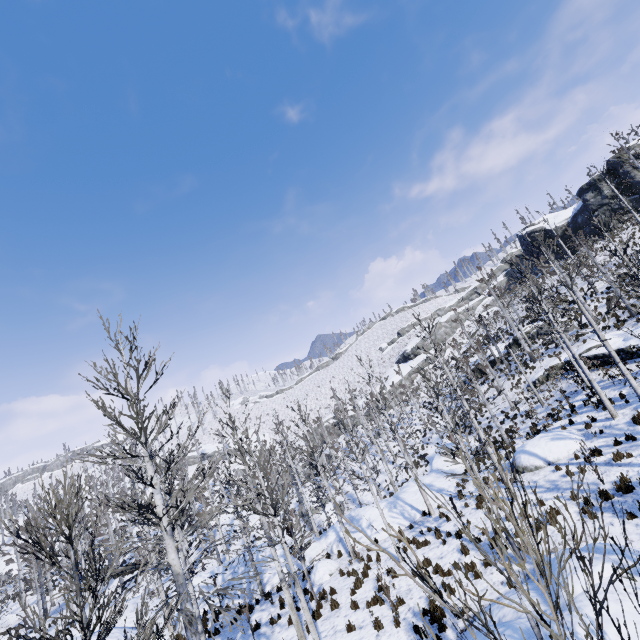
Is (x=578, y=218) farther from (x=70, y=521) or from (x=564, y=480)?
(x=70, y=521)

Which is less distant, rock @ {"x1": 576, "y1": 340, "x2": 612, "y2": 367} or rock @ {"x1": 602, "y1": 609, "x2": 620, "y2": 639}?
rock @ {"x1": 602, "y1": 609, "x2": 620, "y2": 639}

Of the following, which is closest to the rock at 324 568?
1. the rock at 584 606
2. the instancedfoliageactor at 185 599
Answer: the instancedfoliageactor at 185 599

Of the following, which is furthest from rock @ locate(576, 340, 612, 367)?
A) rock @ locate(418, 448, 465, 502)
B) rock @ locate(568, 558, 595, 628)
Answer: rock @ locate(568, 558, 595, 628)

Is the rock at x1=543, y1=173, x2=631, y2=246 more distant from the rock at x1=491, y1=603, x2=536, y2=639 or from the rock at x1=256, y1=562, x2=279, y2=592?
the rock at x1=491, y1=603, x2=536, y2=639

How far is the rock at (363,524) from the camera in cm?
1886

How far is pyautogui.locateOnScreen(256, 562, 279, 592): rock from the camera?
17.6m
